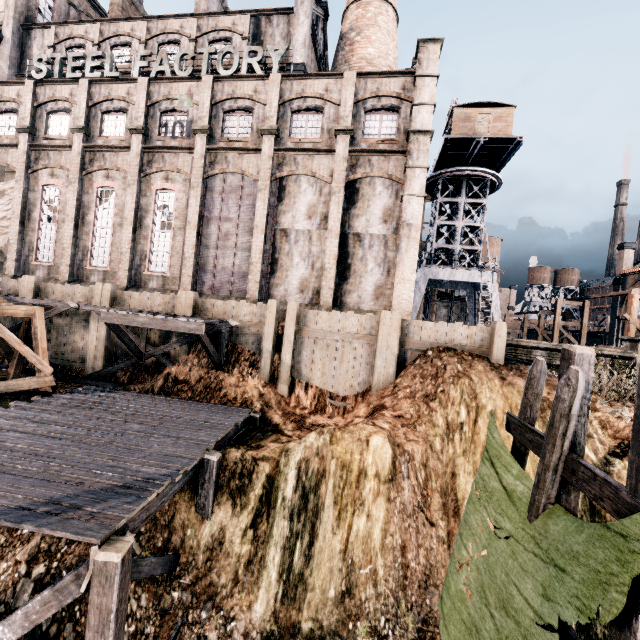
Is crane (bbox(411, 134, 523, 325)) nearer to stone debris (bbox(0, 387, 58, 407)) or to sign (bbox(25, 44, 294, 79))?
sign (bbox(25, 44, 294, 79))

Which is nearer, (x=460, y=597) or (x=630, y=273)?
(x=460, y=597)

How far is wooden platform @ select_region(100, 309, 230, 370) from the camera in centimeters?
1352cm

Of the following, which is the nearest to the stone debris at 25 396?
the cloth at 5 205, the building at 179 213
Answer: the building at 179 213

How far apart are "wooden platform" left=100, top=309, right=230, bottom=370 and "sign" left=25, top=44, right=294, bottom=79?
15.7 meters

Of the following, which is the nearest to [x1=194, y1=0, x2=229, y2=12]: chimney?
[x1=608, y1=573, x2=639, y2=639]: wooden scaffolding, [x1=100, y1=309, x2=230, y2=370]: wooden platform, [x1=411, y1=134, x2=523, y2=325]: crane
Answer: [x1=411, y1=134, x2=523, y2=325]: crane

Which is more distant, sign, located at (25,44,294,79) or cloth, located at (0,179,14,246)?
cloth, located at (0,179,14,246)

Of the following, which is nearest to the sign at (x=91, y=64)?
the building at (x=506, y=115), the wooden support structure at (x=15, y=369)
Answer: the wooden support structure at (x=15, y=369)
